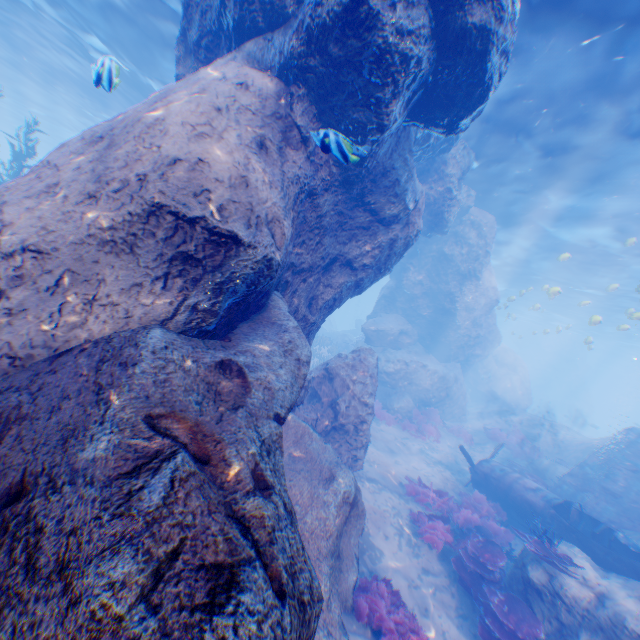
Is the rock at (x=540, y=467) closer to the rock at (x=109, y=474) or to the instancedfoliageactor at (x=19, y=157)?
the rock at (x=109, y=474)

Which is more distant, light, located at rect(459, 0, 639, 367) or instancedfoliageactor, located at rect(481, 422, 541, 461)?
instancedfoliageactor, located at rect(481, 422, 541, 461)

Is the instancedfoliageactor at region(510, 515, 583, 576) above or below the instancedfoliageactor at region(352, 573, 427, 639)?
above

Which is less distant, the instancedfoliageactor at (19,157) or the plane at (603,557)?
the plane at (603,557)

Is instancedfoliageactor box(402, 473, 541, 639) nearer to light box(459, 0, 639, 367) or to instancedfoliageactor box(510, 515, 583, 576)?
instancedfoliageactor box(510, 515, 583, 576)

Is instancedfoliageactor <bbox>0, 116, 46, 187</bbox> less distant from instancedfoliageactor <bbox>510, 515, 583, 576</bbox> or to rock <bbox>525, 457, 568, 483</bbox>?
rock <bbox>525, 457, 568, 483</bbox>

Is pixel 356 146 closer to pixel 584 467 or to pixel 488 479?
pixel 488 479

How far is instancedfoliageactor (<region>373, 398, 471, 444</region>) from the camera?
16.75m
